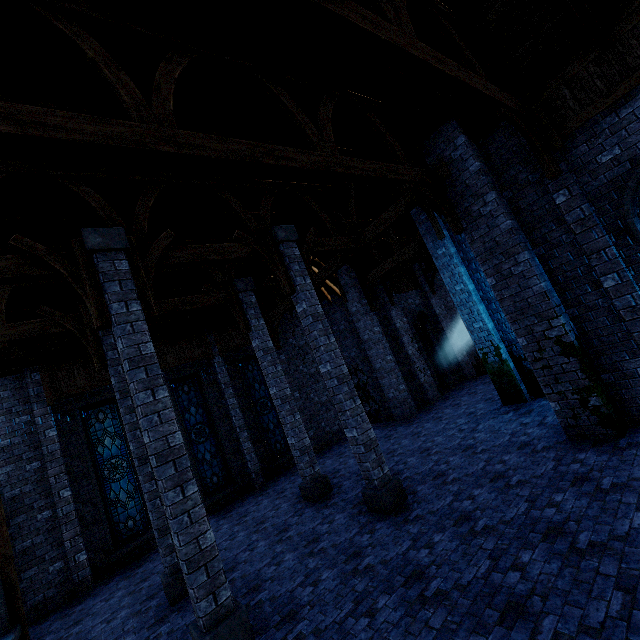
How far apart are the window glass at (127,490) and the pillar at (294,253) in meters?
8.5 m

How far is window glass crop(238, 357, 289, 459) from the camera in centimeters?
1465cm

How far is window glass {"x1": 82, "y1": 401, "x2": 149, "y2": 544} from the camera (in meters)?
10.93

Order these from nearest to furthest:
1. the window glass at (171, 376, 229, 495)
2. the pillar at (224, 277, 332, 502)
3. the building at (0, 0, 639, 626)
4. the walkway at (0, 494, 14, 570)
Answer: the building at (0, 0, 639, 626) → the walkway at (0, 494, 14, 570) → the pillar at (224, 277, 332, 502) → the window glass at (171, 376, 229, 495)

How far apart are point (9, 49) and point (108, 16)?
1.4 meters

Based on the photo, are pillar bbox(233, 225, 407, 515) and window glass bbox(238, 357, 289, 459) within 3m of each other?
no

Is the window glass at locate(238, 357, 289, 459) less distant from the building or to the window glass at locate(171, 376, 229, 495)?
the building

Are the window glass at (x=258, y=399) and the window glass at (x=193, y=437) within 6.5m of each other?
yes
